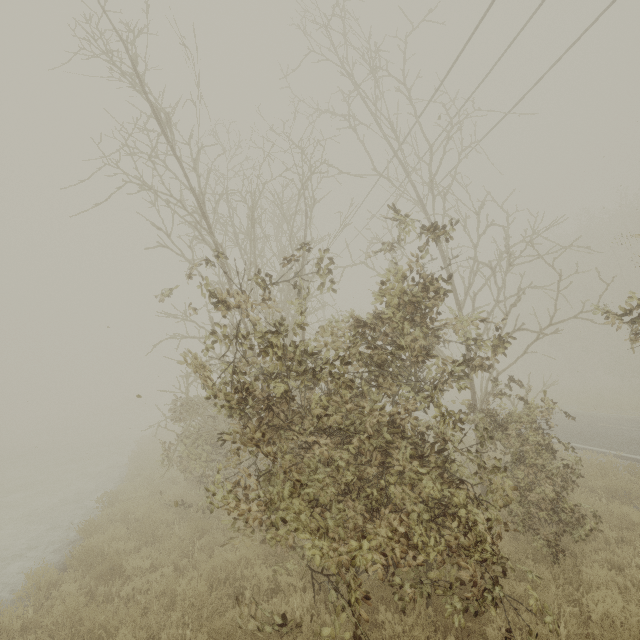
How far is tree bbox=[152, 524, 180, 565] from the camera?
6.75m

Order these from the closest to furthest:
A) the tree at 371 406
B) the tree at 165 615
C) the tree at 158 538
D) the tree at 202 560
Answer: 1. the tree at 371 406
2. the tree at 165 615
3. the tree at 202 560
4. the tree at 158 538

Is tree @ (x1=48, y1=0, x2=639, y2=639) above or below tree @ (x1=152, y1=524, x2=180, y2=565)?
above

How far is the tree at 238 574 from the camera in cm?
506

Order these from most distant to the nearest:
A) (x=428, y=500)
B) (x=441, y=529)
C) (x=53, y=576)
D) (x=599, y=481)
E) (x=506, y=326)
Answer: (x=506, y=326), (x=599, y=481), (x=53, y=576), (x=441, y=529), (x=428, y=500)

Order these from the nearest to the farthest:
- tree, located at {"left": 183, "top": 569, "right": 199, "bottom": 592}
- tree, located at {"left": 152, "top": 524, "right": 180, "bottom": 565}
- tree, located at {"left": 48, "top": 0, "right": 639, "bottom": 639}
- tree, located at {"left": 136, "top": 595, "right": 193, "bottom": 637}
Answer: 1. tree, located at {"left": 48, "top": 0, "right": 639, "bottom": 639}
2. tree, located at {"left": 136, "top": 595, "right": 193, "bottom": 637}
3. tree, located at {"left": 183, "top": 569, "right": 199, "bottom": 592}
4. tree, located at {"left": 152, "top": 524, "right": 180, "bottom": 565}
